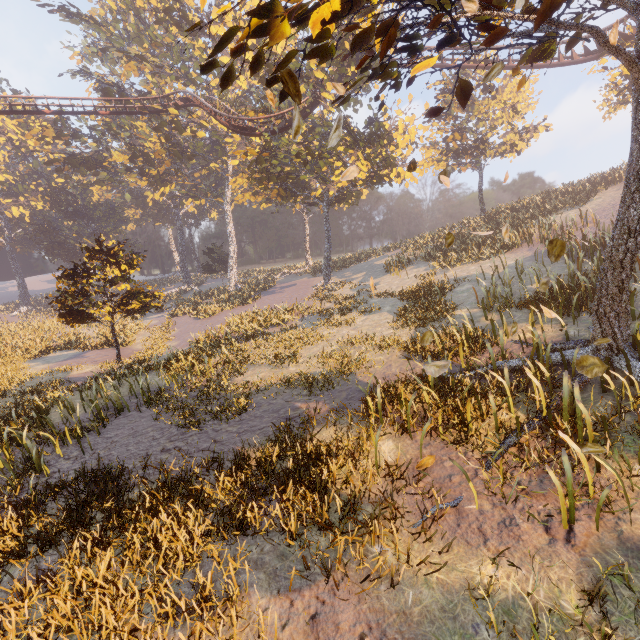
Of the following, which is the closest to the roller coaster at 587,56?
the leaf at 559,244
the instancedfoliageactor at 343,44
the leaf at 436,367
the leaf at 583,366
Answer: the instancedfoliageactor at 343,44

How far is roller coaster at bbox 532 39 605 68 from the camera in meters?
21.8 m

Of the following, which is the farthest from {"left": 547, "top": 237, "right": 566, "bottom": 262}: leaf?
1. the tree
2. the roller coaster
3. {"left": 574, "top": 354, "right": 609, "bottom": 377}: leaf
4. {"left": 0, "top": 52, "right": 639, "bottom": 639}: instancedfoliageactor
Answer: the roller coaster

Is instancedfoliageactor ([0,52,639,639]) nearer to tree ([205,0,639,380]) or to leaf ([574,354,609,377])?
tree ([205,0,639,380])

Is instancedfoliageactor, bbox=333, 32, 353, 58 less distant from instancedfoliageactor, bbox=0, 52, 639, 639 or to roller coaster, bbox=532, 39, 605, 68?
instancedfoliageactor, bbox=0, 52, 639, 639

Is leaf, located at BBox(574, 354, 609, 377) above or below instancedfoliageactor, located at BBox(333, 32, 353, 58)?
below

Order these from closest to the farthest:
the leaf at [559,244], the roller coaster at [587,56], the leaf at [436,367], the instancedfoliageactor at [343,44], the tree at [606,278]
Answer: the leaf at [436,367]
the tree at [606,278]
the leaf at [559,244]
the roller coaster at [587,56]
the instancedfoliageactor at [343,44]

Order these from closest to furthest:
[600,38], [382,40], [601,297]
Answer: [382,40], [600,38], [601,297]
